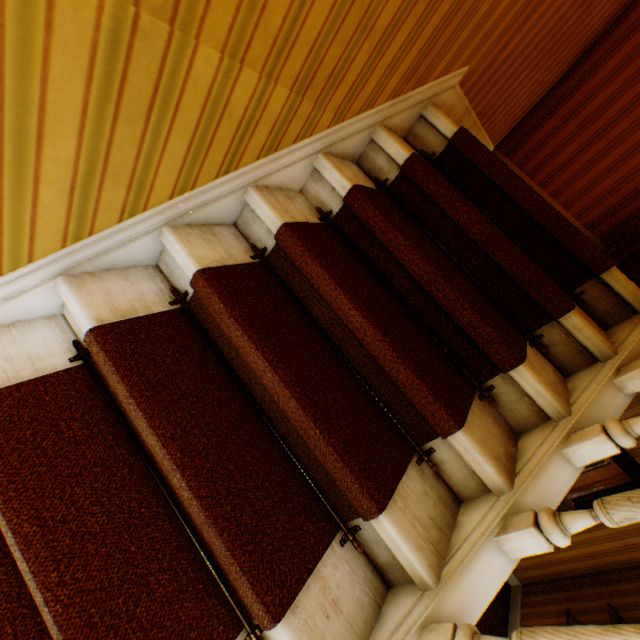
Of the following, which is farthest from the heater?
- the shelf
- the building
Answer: the shelf

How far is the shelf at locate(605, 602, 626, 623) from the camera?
3.12m

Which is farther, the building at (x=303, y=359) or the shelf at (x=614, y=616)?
the shelf at (x=614, y=616)

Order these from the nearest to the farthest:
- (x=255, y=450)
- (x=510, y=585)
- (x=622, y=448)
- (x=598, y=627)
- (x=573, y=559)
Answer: (x=598, y=627) < (x=255, y=450) < (x=622, y=448) < (x=573, y=559) < (x=510, y=585)

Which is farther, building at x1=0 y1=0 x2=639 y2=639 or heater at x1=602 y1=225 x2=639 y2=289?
heater at x1=602 y1=225 x2=639 y2=289

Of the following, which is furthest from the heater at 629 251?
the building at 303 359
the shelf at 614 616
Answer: the shelf at 614 616

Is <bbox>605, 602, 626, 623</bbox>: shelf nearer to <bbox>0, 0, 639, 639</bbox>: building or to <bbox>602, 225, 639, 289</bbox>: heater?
<bbox>0, 0, 639, 639</bbox>: building
